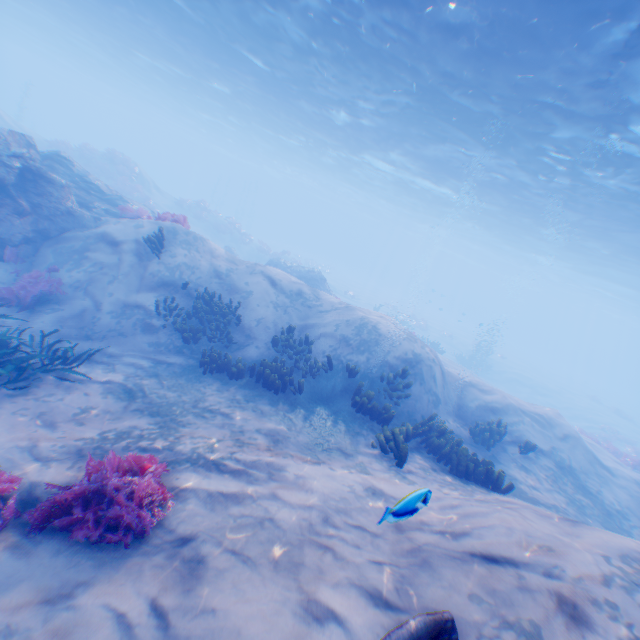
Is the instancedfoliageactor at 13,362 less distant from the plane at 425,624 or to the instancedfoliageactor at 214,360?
the plane at 425,624

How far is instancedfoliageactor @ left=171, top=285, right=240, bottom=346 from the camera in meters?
10.1 m

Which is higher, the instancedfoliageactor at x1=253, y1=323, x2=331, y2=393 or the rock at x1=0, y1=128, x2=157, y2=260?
the rock at x1=0, y1=128, x2=157, y2=260

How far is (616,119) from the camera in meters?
11.1

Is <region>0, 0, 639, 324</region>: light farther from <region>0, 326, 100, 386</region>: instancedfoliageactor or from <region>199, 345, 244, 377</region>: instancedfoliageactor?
<region>199, 345, 244, 377</region>: instancedfoliageactor

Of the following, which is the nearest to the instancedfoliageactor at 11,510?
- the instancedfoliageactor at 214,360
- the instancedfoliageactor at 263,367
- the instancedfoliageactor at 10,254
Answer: the instancedfoliageactor at 10,254

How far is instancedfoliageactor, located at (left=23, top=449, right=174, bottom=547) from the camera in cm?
397

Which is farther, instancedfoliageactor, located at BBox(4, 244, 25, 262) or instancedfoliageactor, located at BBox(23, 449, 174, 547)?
instancedfoliageactor, located at BBox(4, 244, 25, 262)
